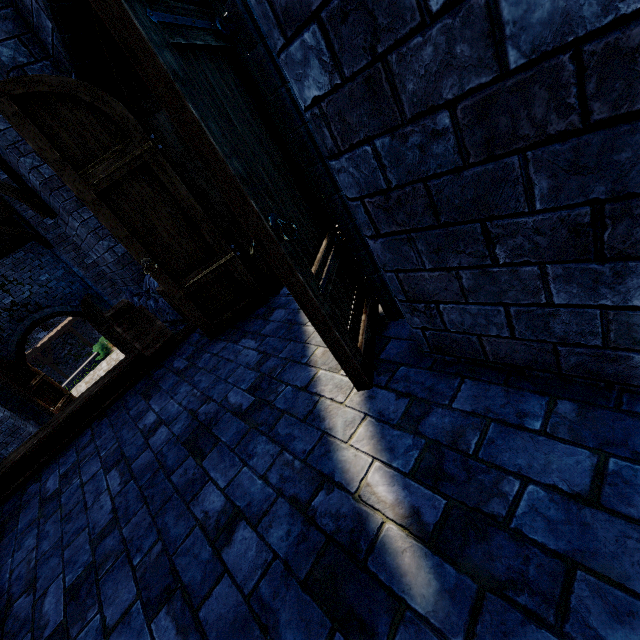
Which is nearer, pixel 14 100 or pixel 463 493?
pixel 463 493

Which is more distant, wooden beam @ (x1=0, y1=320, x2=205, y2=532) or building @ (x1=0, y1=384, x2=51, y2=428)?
building @ (x1=0, y1=384, x2=51, y2=428)

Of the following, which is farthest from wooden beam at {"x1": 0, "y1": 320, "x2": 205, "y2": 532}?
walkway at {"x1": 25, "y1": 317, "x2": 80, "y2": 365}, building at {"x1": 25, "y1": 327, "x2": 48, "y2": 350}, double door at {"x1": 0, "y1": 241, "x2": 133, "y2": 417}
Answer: building at {"x1": 25, "y1": 327, "x2": 48, "y2": 350}

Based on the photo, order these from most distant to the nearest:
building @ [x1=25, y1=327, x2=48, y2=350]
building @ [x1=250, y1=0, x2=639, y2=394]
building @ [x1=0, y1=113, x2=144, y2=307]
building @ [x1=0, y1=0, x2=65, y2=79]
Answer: building @ [x1=25, y1=327, x2=48, y2=350], building @ [x1=0, y1=113, x2=144, y2=307], building @ [x1=0, y1=0, x2=65, y2=79], building @ [x1=250, y1=0, x2=639, y2=394]

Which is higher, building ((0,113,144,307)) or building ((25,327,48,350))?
building ((0,113,144,307))

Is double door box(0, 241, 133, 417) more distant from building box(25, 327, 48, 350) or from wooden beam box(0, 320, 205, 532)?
building box(25, 327, 48, 350)

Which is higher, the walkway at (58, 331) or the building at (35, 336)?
the building at (35, 336)

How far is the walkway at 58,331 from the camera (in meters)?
25.64
